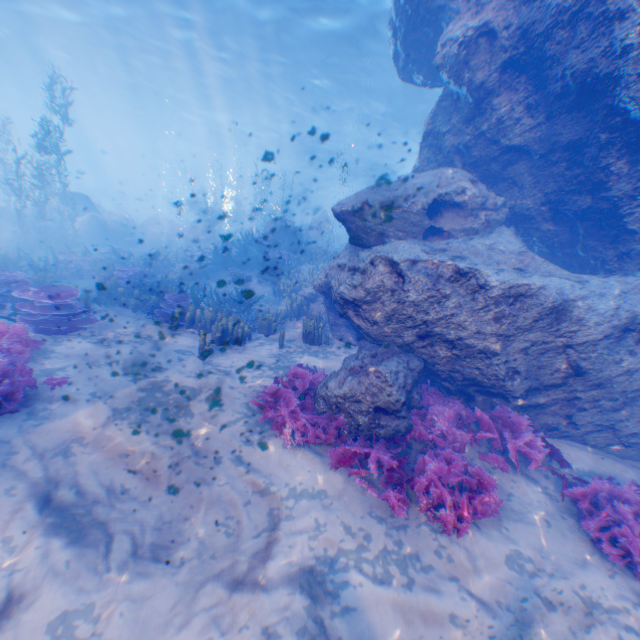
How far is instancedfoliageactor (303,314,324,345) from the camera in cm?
920

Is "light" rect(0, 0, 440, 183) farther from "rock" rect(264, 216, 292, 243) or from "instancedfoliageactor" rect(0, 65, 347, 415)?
"instancedfoliageactor" rect(0, 65, 347, 415)

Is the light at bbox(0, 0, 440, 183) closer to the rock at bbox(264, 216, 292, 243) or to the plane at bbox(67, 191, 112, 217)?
the rock at bbox(264, 216, 292, 243)

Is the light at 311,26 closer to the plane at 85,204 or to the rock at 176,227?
the rock at 176,227

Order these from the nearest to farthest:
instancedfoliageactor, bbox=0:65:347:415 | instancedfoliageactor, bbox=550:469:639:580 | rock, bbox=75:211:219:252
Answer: instancedfoliageactor, bbox=550:469:639:580 < instancedfoliageactor, bbox=0:65:347:415 < rock, bbox=75:211:219:252

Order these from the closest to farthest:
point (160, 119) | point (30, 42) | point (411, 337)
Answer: point (411, 337) < point (30, 42) < point (160, 119)

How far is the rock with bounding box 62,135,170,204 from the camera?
46.72m

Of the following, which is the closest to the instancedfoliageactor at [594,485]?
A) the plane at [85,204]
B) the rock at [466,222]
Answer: the rock at [466,222]
